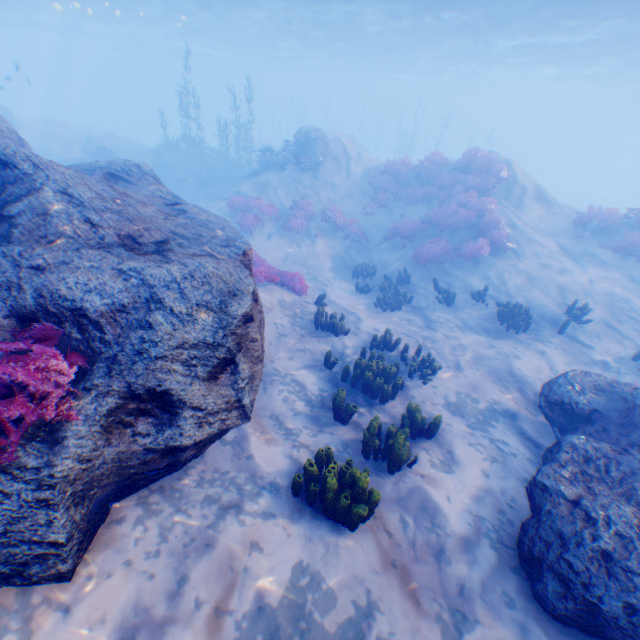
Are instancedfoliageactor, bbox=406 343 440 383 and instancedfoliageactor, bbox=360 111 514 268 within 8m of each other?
no

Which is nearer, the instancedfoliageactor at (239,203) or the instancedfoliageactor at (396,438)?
the instancedfoliageactor at (396,438)

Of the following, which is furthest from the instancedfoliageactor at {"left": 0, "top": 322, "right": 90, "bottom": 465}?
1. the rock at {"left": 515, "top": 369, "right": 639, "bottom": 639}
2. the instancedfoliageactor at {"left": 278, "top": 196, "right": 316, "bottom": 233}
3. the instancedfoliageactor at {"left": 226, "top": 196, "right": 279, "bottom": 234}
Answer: the instancedfoliageactor at {"left": 278, "top": 196, "right": 316, "bottom": 233}

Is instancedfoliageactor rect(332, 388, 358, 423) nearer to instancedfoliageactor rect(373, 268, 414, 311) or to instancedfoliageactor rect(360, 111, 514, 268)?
instancedfoliageactor rect(373, 268, 414, 311)

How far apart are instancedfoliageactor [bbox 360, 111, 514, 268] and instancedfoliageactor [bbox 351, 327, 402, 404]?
11.98m

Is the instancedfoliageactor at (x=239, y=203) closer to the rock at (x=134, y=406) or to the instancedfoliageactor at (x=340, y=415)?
the rock at (x=134, y=406)

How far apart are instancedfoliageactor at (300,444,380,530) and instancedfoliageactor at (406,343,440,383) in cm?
371

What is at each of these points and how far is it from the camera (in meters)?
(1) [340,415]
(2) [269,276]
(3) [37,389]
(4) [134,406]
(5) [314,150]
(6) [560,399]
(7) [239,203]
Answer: (1) instancedfoliageactor, 6.16
(2) instancedfoliageactor, 10.00
(3) instancedfoliageactor, 2.74
(4) rock, 3.34
(5) rock, 19.19
(6) rock, 6.04
(7) instancedfoliageactor, 16.62
